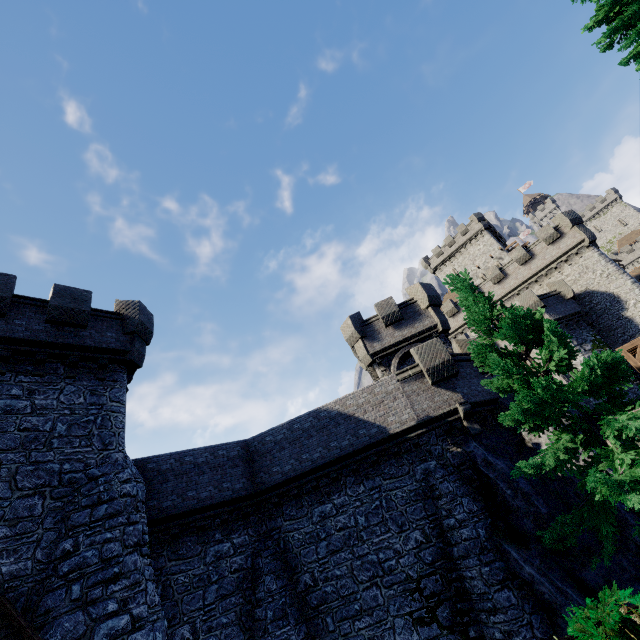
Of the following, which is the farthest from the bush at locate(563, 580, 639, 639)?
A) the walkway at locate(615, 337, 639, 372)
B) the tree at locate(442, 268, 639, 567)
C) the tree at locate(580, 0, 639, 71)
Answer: the walkway at locate(615, 337, 639, 372)

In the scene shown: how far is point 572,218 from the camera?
30.9m

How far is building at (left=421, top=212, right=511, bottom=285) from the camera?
48.59m

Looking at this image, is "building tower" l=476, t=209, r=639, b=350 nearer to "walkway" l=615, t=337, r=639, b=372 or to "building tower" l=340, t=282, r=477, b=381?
"walkway" l=615, t=337, r=639, b=372

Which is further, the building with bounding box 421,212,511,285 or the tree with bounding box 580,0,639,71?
the building with bounding box 421,212,511,285

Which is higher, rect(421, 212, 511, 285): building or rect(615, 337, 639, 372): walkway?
rect(421, 212, 511, 285): building

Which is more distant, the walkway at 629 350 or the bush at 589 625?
the walkway at 629 350

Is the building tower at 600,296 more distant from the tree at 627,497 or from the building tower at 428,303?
the tree at 627,497
